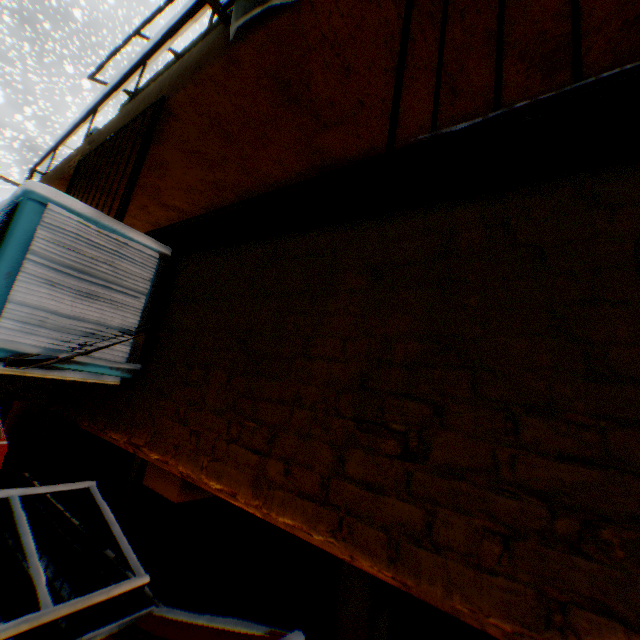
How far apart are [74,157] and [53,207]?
4.44m

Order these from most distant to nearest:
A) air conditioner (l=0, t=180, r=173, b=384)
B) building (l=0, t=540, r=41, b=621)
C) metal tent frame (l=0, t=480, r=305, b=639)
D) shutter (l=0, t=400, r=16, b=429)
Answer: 1. shutter (l=0, t=400, r=16, b=429)
2. building (l=0, t=540, r=41, b=621)
3. metal tent frame (l=0, t=480, r=305, b=639)
4. air conditioner (l=0, t=180, r=173, b=384)

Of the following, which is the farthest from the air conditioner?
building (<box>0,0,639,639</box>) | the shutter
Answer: the shutter

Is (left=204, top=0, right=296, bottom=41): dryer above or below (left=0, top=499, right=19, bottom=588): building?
above

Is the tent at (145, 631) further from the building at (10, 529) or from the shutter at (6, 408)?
the shutter at (6, 408)

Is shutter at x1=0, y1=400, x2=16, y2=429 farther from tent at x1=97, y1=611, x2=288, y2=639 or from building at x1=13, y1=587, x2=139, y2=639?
tent at x1=97, y1=611, x2=288, y2=639

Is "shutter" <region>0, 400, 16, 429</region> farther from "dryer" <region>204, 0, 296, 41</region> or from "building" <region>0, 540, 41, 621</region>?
"dryer" <region>204, 0, 296, 41</region>

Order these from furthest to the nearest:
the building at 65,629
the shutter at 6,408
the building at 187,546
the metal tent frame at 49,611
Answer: the shutter at 6,408
the building at 65,629
the metal tent frame at 49,611
the building at 187,546
